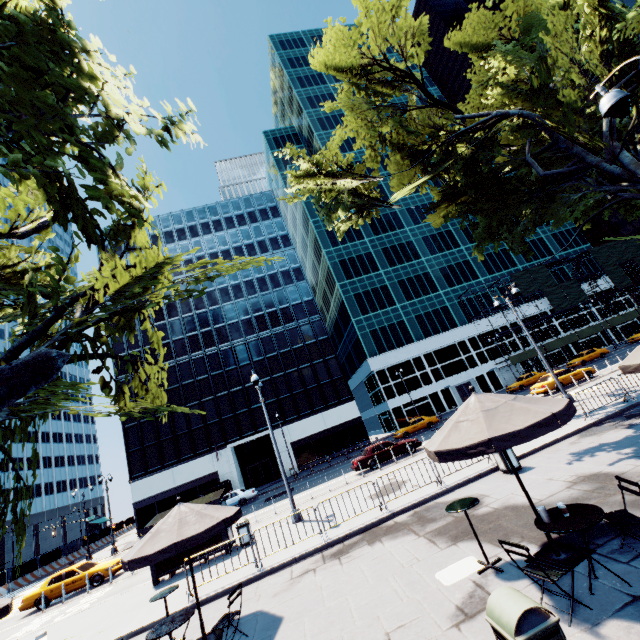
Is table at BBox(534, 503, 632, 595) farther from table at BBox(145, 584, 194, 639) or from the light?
table at BBox(145, 584, 194, 639)

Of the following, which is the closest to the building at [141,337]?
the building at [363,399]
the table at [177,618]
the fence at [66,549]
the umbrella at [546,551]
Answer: the building at [363,399]

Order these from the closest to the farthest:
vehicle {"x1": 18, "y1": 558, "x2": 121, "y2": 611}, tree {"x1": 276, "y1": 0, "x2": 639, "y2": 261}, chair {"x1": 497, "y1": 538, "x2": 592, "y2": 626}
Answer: chair {"x1": 497, "y1": 538, "x2": 592, "y2": 626}
tree {"x1": 276, "y1": 0, "x2": 639, "y2": 261}
vehicle {"x1": 18, "y1": 558, "x2": 121, "y2": 611}

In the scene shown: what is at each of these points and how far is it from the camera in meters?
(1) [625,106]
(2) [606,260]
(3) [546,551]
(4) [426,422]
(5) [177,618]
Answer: (1) light, 5.9
(2) scaffolding, 53.3
(3) umbrella, 5.9
(4) vehicle, 35.2
(5) table, 6.8

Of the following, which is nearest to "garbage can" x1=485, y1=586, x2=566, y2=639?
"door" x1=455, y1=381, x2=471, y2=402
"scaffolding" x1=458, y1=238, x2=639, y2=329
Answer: "door" x1=455, y1=381, x2=471, y2=402

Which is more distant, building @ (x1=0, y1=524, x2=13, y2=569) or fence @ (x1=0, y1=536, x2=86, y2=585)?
building @ (x1=0, y1=524, x2=13, y2=569)

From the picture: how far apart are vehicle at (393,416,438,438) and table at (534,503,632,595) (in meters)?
31.02

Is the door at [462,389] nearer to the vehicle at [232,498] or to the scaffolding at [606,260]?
the scaffolding at [606,260]
